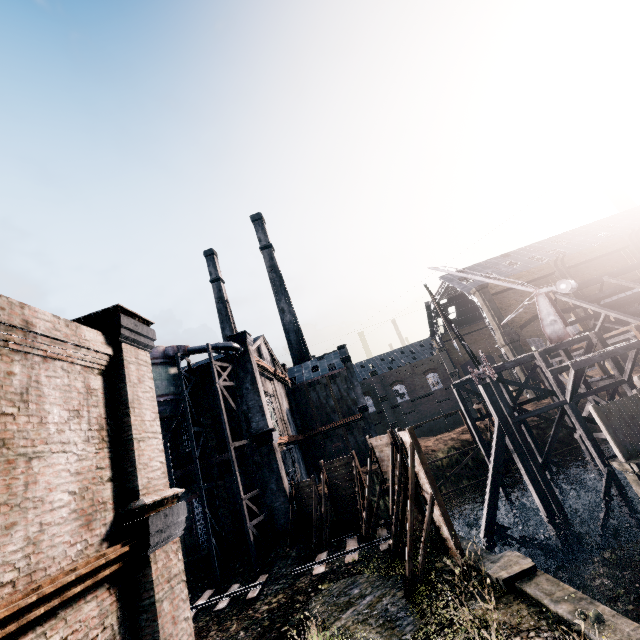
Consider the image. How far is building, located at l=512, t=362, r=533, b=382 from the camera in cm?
4472

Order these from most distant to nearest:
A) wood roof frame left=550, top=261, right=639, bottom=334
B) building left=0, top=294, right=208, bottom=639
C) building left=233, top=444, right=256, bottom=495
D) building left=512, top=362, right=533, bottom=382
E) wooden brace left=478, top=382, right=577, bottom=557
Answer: building left=512, top=362, right=533, bottom=382 < wood roof frame left=550, top=261, right=639, bottom=334 < building left=233, top=444, right=256, bottom=495 < wooden brace left=478, top=382, right=577, bottom=557 < building left=0, top=294, right=208, bottom=639

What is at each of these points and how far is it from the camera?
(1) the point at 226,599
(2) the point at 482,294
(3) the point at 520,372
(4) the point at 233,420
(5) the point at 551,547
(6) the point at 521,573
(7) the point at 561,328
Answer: (1) railway, 18.2m
(2) building, 48.9m
(3) building, 45.3m
(4) building, 26.4m
(5) wooden brace, 20.1m
(6) column, 11.0m
(7) crane, 25.0m

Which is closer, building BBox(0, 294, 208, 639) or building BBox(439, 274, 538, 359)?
building BBox(0, 294, 208, 639)

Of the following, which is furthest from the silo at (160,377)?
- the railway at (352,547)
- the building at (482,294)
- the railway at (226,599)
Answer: the building at (482,294)

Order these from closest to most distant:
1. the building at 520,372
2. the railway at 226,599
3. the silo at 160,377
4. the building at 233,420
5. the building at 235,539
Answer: the railway at 226,599 < the silo at 160,377 < the building at 235,539 < the building at 233,420 < the building at 520,372

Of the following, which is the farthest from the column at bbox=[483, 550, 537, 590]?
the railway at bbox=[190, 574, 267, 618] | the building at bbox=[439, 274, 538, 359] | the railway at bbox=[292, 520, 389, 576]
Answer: the building at bbox=[439, 274, 538, 359]

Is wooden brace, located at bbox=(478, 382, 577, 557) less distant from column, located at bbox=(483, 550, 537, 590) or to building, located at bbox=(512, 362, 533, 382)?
column, located at bbox=(483, 550, 537, 590)
